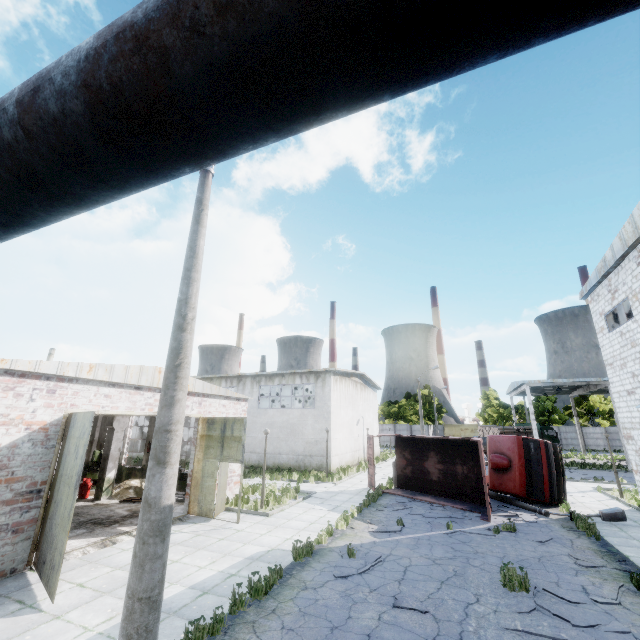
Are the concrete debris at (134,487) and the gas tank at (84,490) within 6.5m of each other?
yes

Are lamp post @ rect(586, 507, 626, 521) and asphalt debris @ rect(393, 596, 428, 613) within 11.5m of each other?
yes

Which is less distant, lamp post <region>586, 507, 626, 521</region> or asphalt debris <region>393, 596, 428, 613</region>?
asphalt debris <region>393, 596, 428, 613</region>

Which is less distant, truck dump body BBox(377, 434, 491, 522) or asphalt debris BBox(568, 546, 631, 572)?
asphalt debris BBox(568, 546, 631, 572)

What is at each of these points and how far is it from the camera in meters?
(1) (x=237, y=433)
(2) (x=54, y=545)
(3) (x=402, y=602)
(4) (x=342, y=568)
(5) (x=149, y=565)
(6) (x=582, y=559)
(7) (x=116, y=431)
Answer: (1) door, 13.2
(2) door, 7.5
(3) asphalt debris, 7.0
(4) asphalt debris, 8.6
(5) lamp post, 4.3
(6) asphalt debris, 9.3
(7) column beam, 16.4

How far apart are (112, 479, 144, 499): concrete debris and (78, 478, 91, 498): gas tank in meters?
0.2

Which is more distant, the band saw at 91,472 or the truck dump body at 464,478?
the band saw at 91,472

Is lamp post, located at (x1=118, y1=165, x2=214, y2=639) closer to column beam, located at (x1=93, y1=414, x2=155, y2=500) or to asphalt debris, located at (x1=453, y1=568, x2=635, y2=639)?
asphalt debris, located at (x1=453, y1=568, x2=635, y2=639)
